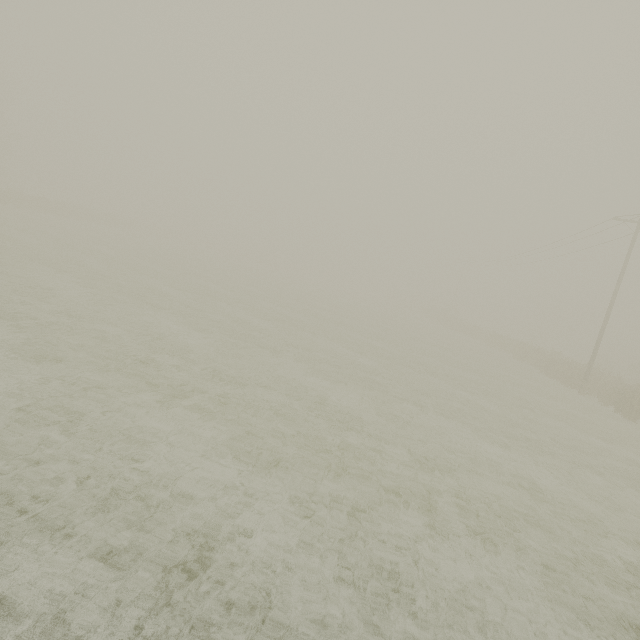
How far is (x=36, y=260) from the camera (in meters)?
15.23
